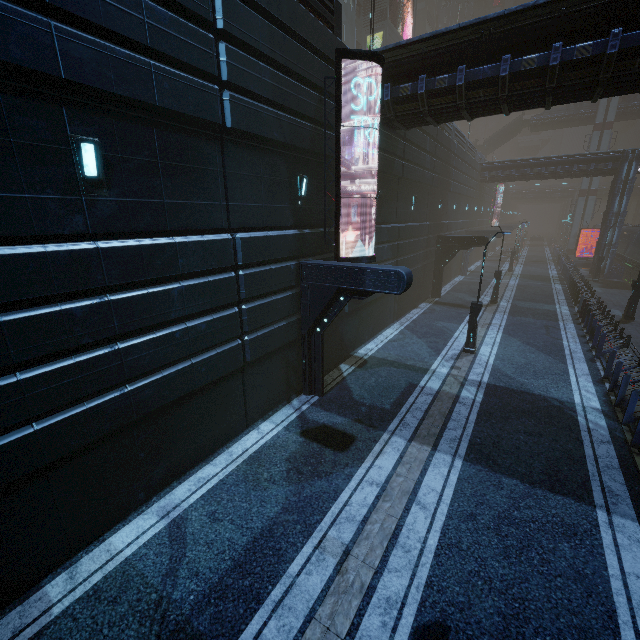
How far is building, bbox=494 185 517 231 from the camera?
47.3 meters

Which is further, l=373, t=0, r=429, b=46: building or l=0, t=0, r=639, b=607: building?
l=373, t=0, r=429, b=46: building

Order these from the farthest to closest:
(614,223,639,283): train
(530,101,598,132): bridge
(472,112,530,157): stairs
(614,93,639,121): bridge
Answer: (472,112,530,157): stairs < (530,101,598,132): bridge < (614,93,639,121): bridge < (614,223,639,283): train

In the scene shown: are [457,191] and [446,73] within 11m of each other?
no

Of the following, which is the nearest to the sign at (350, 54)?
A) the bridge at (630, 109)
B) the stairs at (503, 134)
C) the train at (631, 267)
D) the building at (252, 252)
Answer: the building at (252, 252)

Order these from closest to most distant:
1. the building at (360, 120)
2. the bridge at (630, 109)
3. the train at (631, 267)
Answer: the building at (360, 120), the train at (631, 267), the bridge at (630, 109)

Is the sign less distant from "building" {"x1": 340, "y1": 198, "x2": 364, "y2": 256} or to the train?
"building" {"x1": 340, "y1": 198, "x2": 364, "y2": 256}
